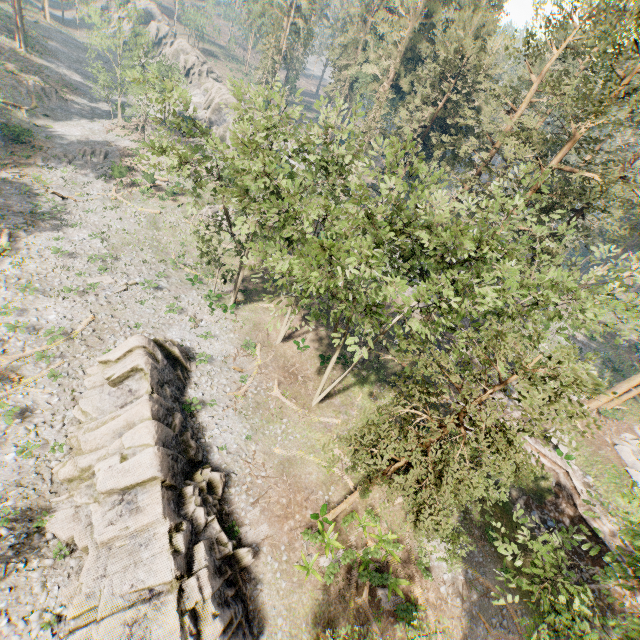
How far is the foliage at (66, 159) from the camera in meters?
39.8 m

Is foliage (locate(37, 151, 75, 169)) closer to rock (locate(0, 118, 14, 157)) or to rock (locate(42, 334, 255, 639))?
rock (locate(42, 334, 255, 639))

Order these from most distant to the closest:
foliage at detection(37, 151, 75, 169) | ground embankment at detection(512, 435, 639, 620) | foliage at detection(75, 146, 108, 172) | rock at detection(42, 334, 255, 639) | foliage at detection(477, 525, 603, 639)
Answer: foliage at detection(75, 146, 108, 172), foliage at detection(37, 151, 75, 169), ground embankment at detection(512, 435, 639, 620), rock at detection(42, 334, 255, 639), foliage at detection(477, 525, 603, 639)

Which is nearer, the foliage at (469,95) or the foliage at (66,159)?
the foliage at (469,95)

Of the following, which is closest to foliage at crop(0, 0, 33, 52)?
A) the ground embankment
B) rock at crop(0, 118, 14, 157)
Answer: the ground embankment

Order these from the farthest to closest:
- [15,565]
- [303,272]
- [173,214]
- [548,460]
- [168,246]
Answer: [173,214]
[168,246]
[548,460]
[303,272]
[15,565]

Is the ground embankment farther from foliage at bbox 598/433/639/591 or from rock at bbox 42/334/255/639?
rock at bbox 42/334/255/639

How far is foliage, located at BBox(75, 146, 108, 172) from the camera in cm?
4191
